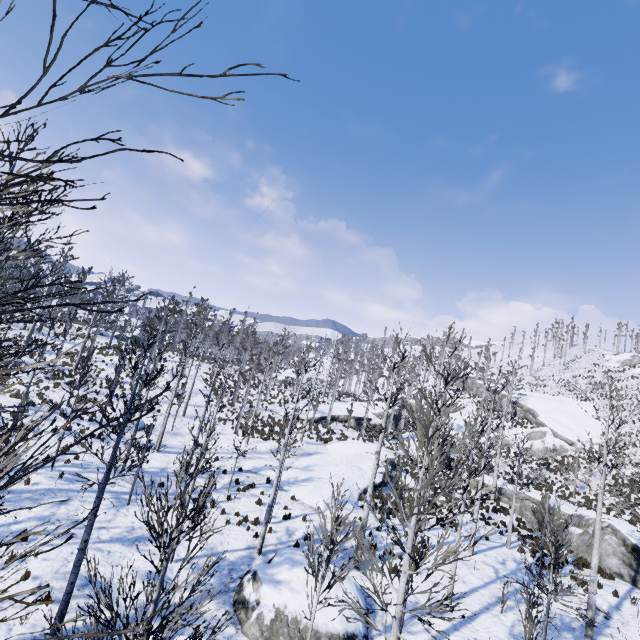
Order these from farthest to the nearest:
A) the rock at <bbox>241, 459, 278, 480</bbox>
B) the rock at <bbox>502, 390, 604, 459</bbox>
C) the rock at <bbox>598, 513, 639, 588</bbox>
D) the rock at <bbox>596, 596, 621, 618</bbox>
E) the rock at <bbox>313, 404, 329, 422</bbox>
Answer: the rock at <bbox>313, 404, 329, 422</bbox> → the rock at <bbox>502, 390, 604, 459</bbox> → the rock at <bbox>241, 459, 278, 480</bbox> → the rock at <bbox>598, 513, 639, 588</bbox> → the rock at <bbox>596, 596, 621, 618</bbox>

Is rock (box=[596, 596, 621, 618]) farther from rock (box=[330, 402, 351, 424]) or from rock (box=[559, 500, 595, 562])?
rock (box=[330, 402, 351, 424])

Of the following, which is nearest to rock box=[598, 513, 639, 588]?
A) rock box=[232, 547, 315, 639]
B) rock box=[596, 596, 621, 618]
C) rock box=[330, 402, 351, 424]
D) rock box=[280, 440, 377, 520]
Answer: rock box=[596, 596, 621, 618]

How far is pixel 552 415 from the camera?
40.50m

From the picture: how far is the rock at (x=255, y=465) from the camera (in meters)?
21.08

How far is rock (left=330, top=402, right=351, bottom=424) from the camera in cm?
3972

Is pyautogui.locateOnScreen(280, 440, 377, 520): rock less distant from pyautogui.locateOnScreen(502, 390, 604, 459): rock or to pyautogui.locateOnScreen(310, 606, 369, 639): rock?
pyautogui.locateOnScreen(310, 606, 369, 639): rock

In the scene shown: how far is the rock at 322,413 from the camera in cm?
3700
